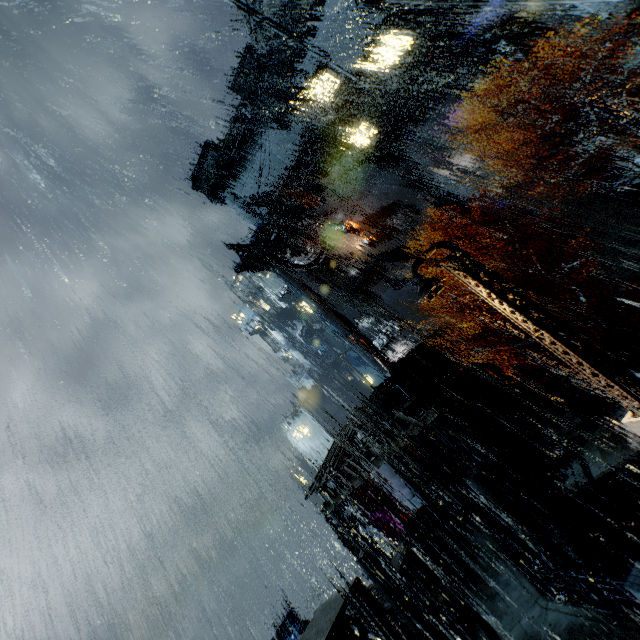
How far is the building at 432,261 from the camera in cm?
3750

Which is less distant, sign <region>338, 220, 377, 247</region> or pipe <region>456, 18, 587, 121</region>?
pipe <region>456, 18, 587, 121</region>

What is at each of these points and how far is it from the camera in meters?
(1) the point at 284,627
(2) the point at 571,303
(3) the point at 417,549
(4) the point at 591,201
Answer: (1) cloth, 24.1 m
(2) building vent, 26.7 m
(3) trash can, 17.7 m
(4) stairs, 23.8 m

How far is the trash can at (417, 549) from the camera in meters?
17.5 m

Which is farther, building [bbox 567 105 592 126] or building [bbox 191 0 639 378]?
building [bbox 191 0 639 378]

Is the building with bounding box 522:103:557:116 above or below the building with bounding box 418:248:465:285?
above

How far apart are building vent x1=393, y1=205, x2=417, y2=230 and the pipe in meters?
14.7

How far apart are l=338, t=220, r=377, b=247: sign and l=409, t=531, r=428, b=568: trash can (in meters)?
30.83
